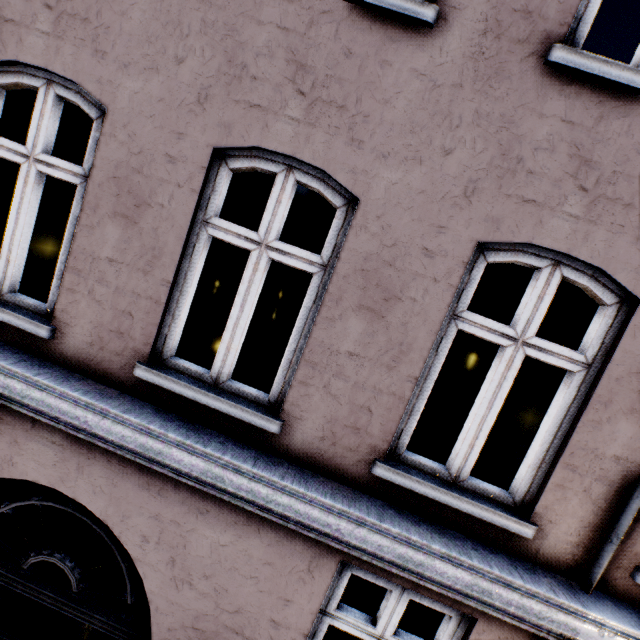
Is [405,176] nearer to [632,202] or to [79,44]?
[632,202]
